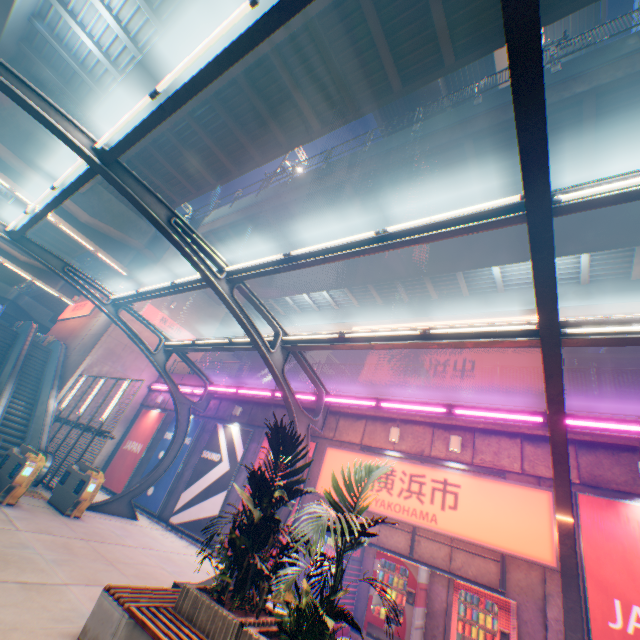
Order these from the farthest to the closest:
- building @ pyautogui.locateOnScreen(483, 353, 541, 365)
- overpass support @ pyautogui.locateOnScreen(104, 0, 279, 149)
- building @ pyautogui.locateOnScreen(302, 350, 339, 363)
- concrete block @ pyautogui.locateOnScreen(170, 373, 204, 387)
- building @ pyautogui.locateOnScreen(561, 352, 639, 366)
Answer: building @ pyautogui.locateOnScreen(302, 350, 339, 363), building @ pyautogui.locateOnScreen(483, 353, 541, 365), building @ pyautogui.locateOnScreen(561, 352, 639, 366), concrete block @ pyautogui.locateOnScreen(170, 373, 204, 387), overpass support @ pyautogui.locateOnScreen(104, 0, 279, 149)

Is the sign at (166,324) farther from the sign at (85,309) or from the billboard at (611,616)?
the billboard at (611,616)

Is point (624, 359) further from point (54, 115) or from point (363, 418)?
point (54, 115)

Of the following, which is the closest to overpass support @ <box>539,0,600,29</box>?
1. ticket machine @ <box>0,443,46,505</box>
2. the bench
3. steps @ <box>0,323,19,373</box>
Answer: steps @ <box>0,323,19,373</box>

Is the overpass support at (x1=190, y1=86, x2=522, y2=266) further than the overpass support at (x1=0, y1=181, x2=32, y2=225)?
No

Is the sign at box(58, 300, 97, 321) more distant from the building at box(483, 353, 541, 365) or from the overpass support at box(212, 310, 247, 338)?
the building at box(483, 353, 541, 365)

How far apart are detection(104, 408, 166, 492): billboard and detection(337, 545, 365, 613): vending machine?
12.3 meters

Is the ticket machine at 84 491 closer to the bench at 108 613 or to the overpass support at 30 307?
the bench at 108 613
